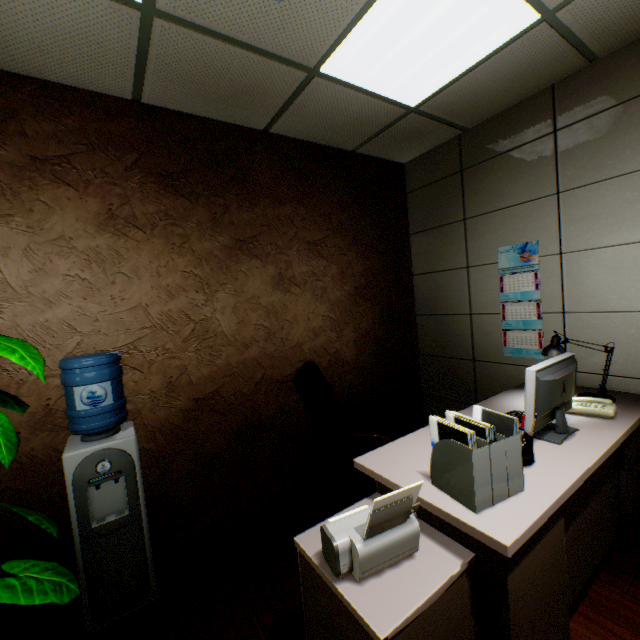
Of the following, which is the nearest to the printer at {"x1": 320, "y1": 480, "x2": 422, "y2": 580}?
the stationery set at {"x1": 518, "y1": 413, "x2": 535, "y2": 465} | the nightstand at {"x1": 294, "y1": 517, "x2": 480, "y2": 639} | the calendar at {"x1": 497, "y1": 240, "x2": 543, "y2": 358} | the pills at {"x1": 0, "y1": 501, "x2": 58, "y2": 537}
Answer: the nightstand at {"x1": 294, "y1": 517, "x2": 480, "y2": 639}

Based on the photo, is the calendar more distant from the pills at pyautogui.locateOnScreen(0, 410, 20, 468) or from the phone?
the pills at pyautogui.locateOnScreen(0, 410, 20, 468)

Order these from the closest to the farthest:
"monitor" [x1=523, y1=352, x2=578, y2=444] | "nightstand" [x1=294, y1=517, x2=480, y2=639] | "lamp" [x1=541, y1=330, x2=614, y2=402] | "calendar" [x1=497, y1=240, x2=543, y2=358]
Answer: "nightstand" [x1=294, y1=517, x2=480, y2=639] → "monitor" [x1=523, y1=352, x2=578, y2=444] → "lamp" [x1=541, y1=330, x2=614, y2=402] → "calendar" [x1=497, y1=240, x2=543, y2=358]

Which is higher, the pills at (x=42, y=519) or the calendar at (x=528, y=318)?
the calendar at (x=528, y=318)

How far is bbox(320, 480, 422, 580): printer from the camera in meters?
1.1 m

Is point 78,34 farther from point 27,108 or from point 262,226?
point 262,226

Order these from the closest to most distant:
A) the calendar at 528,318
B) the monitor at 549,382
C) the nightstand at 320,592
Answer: the nightstand at 320,592, the monitor at 549,382, the calendar at 528,318

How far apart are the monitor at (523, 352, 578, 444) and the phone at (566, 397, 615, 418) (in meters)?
0.14
